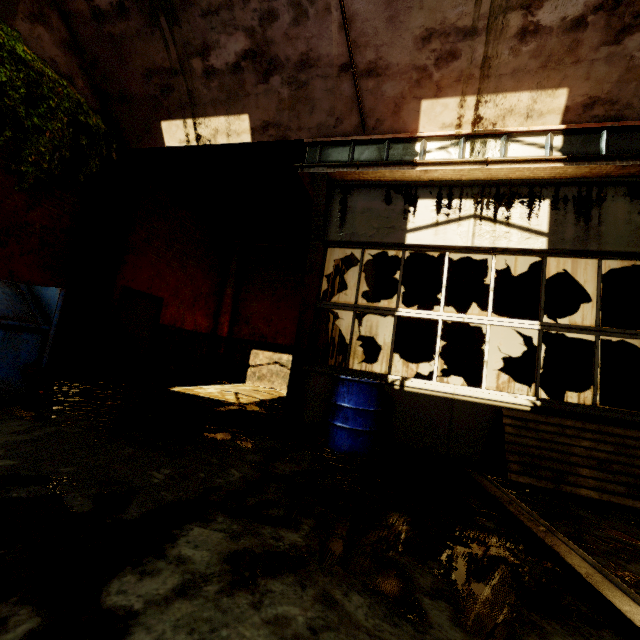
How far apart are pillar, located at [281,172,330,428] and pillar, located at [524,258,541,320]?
6.19m

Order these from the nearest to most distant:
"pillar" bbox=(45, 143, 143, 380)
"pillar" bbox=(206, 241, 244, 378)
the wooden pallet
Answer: the wooden pallet
"pillar" bbox=(45, 143, 143, 380)
"pillar" bbox=(206, 241, 244, 378)

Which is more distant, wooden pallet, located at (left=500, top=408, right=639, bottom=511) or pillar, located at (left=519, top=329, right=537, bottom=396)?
pillar, located at (left=519, top=329, right=537, bottom=396)

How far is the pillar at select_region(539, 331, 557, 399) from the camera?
8.4m

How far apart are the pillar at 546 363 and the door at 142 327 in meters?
10.1 m

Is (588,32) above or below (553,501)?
above

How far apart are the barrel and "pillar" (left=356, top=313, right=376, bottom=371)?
Answer: 5.0m

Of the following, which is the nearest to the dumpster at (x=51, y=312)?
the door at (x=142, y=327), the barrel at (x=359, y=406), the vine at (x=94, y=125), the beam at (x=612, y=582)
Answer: the vine at (x=94, y=125)
